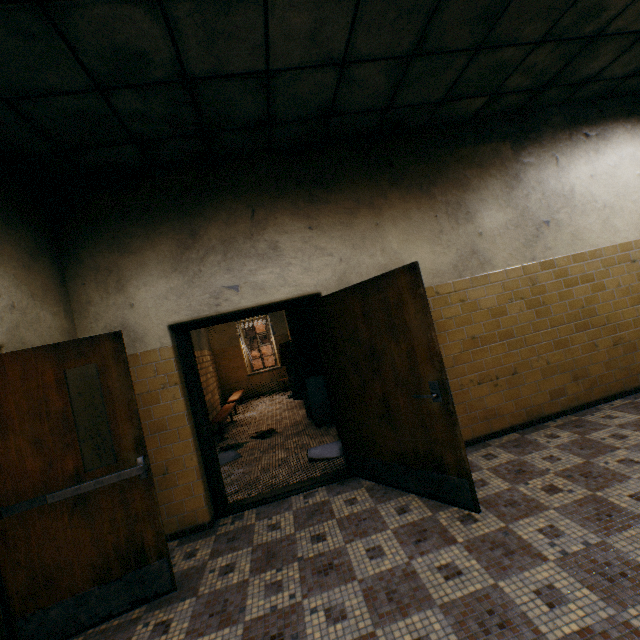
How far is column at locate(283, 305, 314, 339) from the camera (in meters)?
7.51

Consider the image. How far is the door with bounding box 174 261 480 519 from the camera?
2.7 meters

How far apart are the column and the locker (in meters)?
0.01

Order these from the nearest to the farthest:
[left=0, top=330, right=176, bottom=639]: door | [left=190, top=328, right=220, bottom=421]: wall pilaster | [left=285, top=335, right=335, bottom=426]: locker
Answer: [left=0, top=330, right=176, bottom=639]: door
[left=285, top=335, right=335, bottom=426]: locker
[left=190, top=328, right=220, bottom=421]: wall pilaster

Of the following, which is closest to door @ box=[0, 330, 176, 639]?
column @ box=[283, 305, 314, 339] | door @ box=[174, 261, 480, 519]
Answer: door @ box=[174, 261, 480, 519]

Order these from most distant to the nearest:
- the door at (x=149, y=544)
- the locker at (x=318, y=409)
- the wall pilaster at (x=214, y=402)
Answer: the wall pilaster at (x=214, y=402)
the locker at (x=318, y=409)
the door at (x=149, y=544)

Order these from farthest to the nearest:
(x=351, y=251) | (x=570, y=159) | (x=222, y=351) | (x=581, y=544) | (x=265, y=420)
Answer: (x=222, y=351)
(x=265, y=420)
(x=570, y=159)
(x=351, y=251)
(x=581, y=544)

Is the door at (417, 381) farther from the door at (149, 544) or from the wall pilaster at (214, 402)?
the wall pilaster at (214, 402)
